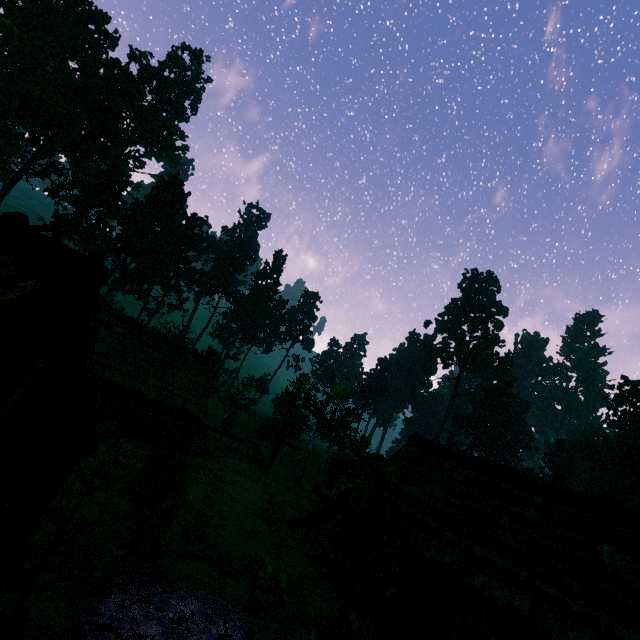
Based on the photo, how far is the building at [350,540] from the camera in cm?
1499

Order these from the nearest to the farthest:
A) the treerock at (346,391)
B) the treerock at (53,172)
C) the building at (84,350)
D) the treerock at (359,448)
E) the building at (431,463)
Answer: the building at (84,350)
the building at (431,463)
the treerock at (359,448)
the treerock at (53,172)
the treerock at (346,391)

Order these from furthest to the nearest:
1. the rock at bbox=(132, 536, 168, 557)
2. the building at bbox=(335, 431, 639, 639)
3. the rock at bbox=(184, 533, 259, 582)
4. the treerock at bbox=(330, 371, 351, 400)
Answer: the treerock at bbox=(330, 371, 351, 400) → the rock at bbox=(184, 533, 259, 582) → the rock at bbox=(132, 536, 168, 557) → the building at bbox=(335, 431, 639, 639)

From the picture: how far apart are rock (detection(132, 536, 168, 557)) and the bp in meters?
9.6 m

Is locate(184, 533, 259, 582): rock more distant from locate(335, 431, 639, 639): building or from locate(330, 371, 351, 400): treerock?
locate(335, 431, 639, 639): building

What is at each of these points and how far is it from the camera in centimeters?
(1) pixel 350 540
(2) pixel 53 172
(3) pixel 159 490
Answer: (1) building, 1516cm
(2) treerock, 4022cm
(3) treerock, 1290cm

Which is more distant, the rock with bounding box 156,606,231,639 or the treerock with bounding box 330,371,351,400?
the treerock with bounding box 330,371,351,400

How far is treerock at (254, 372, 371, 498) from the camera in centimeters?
3107cm
